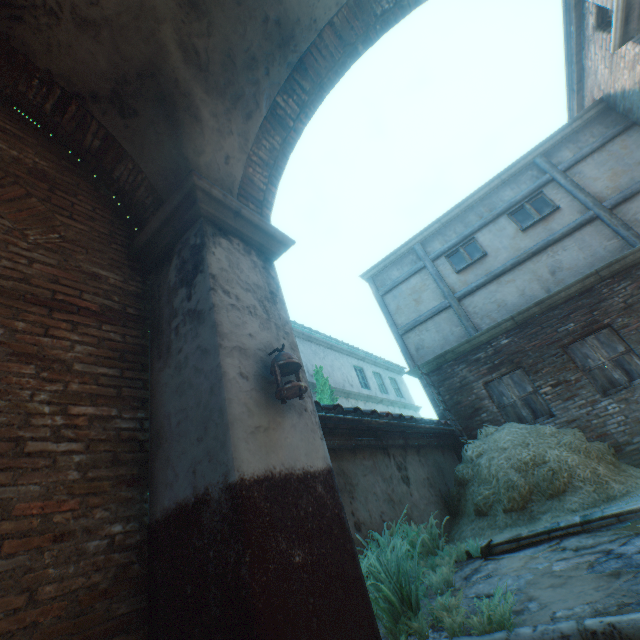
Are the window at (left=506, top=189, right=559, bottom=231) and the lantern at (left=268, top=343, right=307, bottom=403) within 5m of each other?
no

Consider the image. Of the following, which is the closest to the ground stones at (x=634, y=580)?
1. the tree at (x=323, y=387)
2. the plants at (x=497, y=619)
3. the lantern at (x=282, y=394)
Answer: the plants at (x=497, y=619)

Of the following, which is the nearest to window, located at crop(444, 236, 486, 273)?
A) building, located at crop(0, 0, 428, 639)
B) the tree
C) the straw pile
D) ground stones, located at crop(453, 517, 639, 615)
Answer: building, located at crop(0, 0, 428, 639)

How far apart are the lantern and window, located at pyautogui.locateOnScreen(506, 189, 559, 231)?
8.9m

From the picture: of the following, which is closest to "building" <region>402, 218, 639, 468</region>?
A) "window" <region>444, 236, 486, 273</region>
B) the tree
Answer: "window" <region>444, 236, 486, 273</region>

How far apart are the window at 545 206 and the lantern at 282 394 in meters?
8.9 m

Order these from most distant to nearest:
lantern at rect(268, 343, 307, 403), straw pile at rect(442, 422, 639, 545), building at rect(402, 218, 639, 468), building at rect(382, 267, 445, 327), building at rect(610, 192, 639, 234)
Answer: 1. building at rect(382, 267, 445, 327)
2. building at rect(610, 192, 639, 234)
3. building at rect(402, 218, 639, 468)
4. straw pile at rect(442, 422, 639, 545)
5. lantern at rect(268, 343, 307, 403)

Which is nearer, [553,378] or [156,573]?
[156,573]
